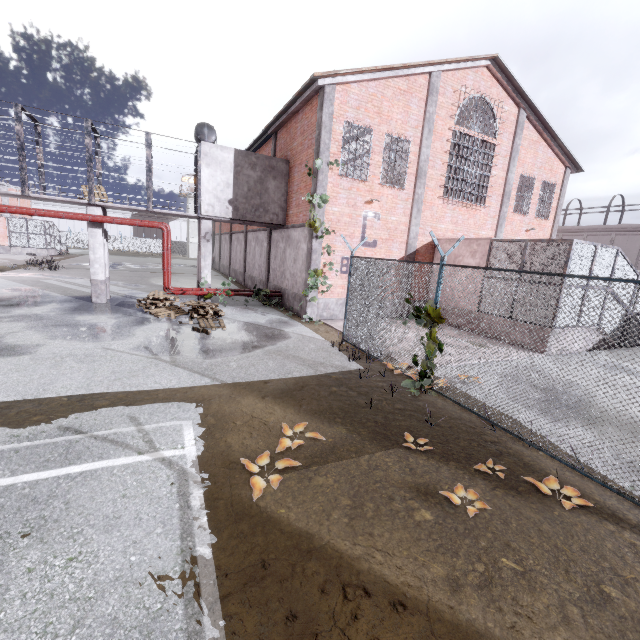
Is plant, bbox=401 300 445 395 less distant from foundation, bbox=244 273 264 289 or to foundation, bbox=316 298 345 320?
foundation, bbox=316 298 345 320

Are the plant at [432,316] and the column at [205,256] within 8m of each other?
no

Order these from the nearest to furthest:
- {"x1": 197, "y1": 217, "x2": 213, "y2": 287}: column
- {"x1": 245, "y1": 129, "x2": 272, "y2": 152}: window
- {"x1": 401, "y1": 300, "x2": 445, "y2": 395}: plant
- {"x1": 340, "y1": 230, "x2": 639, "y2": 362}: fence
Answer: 1. {"x1": 340, "y1": 230, "x2": 639, "y2": 362}: fence
2. {"x1": 401, "y1": 300, "x2": 445, "y2": 395}: plant
3. {"x1": 197, "y1": 217, "x2": 213, "y2": 287}: column
4. {"x1": 245, "y1": 129, "x2": 272, "y2": 152}: window

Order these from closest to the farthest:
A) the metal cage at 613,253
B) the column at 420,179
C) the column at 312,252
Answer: the metal cage at 613,253
the column at 312,252
the column at 420,179

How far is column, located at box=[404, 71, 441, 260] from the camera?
13.81m

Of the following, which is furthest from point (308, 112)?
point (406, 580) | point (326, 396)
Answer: point (406, 580)

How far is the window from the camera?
17.36m

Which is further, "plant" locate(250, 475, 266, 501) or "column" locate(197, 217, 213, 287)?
"column" locate(197, 217, 213, 287)
